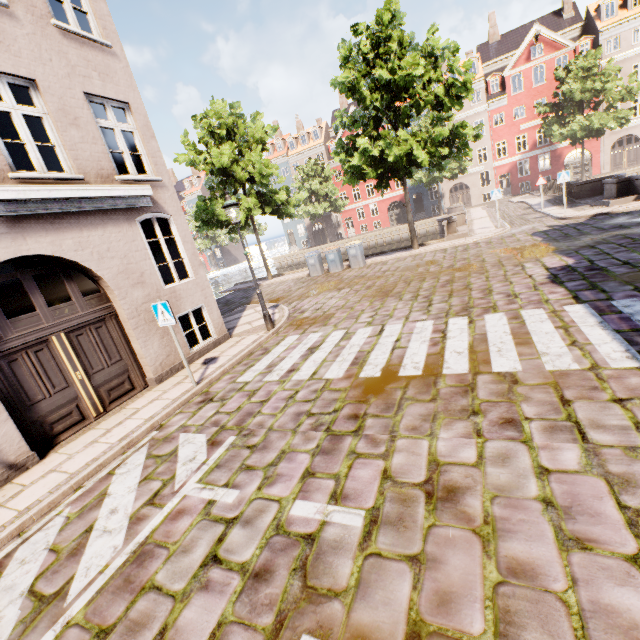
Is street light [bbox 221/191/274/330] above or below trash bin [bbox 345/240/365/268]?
above

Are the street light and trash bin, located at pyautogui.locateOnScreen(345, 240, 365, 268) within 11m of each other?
yes

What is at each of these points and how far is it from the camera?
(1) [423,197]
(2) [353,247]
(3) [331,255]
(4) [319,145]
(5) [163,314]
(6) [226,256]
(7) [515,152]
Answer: (1) building, 42.2 meters
(2) trash bin, 17.0 meters
(3) trash bin, 17.7 meters
(4) building, 44.7 meters
(5) sign, 6.4 meters
(6) building, 59.5 meters
(7) building, 36.9 meters

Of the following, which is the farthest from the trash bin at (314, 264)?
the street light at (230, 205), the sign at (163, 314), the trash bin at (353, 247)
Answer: the sign at (163, 314)

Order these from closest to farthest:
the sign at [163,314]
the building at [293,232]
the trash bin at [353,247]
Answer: the sign at [163,314] → the trash bin at [353,247] → the building at [293,232]

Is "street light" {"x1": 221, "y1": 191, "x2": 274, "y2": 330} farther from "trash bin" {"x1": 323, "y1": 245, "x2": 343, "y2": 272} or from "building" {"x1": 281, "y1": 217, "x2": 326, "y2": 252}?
"trash bin" {"x1": 323, "y1": 245, "x2": 343, "y2": 272}

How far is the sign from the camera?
6.3m

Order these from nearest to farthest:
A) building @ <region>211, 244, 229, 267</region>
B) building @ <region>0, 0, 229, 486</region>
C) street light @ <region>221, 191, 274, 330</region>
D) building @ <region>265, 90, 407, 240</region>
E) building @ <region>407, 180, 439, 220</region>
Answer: building @ <region>0, 0, 229, 486</region> → street light @ <region>221, 191, 274, 330</region> → building @ <region>407, 180, 439, 220</region> → building @ <region>265, 90, 407, 240</region> → building @ <region>211, 244, 229, 267</region>
